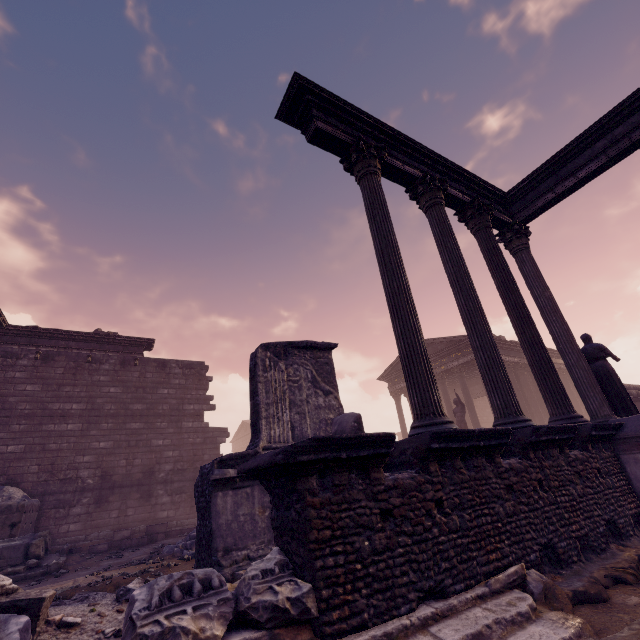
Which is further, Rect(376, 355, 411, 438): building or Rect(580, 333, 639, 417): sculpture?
Rect(376, 355, 411, 438): building

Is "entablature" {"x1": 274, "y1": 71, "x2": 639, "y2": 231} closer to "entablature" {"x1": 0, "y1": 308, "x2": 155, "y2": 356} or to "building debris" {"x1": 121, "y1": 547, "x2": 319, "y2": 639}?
"building debris" {"x1": 121, "y1": 547, "x2": 319, "y2": 639}

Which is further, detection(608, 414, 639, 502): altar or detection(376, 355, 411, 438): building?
detection(376, 355, 411, 438): building

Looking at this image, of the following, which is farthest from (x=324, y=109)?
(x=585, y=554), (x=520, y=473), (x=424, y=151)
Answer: (x=585, y=554)

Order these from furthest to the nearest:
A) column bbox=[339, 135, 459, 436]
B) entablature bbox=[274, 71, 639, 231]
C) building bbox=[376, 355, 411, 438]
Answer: building bbox=[376, 355, 411, 438] → entablature bbox=[274, 71, 639, 231] → column bbox=[339, 135, 459, 436]

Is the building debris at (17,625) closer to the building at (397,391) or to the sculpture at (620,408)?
the sculpture at (620,408)

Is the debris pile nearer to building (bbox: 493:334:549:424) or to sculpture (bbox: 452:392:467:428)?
building (bbox: 493:334:549:424)

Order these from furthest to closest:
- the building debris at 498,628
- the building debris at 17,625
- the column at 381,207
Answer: the column at 381,207 → the building debris at 498,628 → the building debris at 17,625
